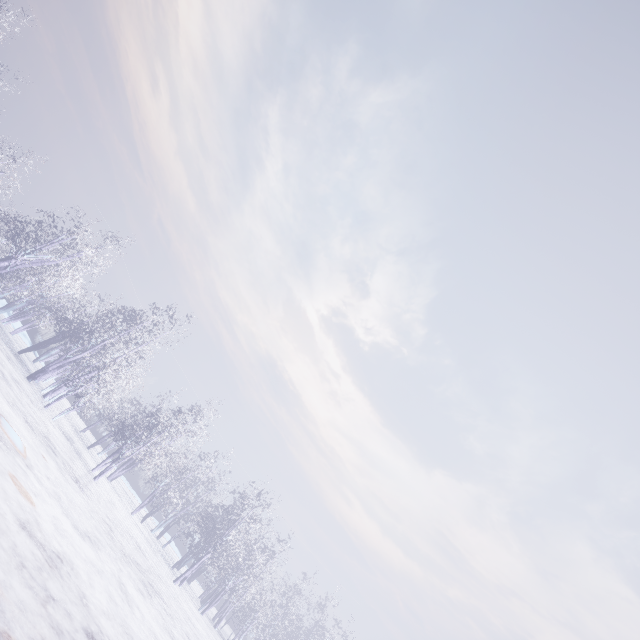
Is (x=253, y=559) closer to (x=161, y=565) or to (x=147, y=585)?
(x=161, y=565)
